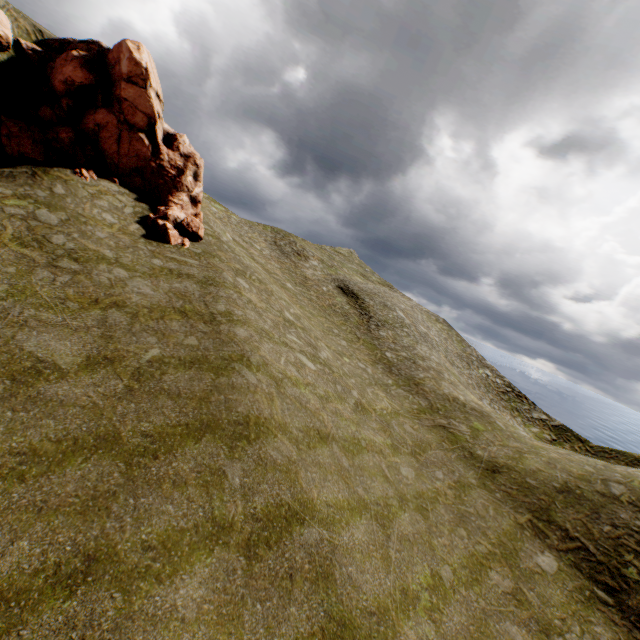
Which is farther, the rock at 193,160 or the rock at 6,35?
the rock at 193,160

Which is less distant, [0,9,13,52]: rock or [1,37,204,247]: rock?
[0,9,13,52]: rock

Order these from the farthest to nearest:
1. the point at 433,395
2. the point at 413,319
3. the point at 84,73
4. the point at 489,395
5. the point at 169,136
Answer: the point at 413,319, the point at 489,395, the point at 433,395, the point at 169,136, the point at 84,73
